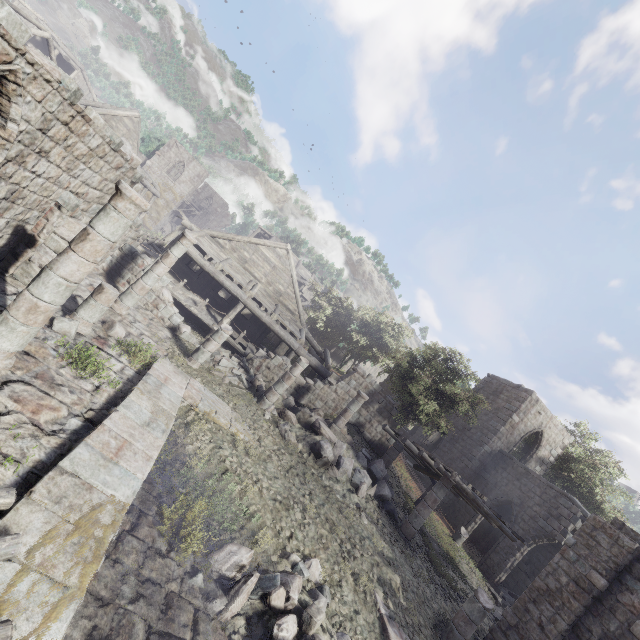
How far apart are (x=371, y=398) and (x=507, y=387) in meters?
12.7 m

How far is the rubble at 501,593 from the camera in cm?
1465

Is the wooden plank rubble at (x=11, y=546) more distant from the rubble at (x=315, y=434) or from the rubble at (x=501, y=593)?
the rubble at (x=501, y=593)

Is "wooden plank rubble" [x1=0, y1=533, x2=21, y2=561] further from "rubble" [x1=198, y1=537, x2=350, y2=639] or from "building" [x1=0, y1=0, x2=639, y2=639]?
"rubble" [x1=198, y1=537, x2=350, y2=639]

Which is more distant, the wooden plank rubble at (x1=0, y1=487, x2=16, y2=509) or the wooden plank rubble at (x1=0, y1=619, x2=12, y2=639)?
the wooden plank rubble at (x1=0, y1=487, x2=16, y2=509)

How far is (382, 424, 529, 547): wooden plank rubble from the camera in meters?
12.5

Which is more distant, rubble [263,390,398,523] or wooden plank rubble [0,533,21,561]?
rubble [263,390,398,523]

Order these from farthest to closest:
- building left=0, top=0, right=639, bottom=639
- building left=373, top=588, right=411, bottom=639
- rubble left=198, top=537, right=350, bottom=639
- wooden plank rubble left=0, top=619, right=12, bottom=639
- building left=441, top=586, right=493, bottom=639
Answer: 1. building left=441, top=586, right=493, bottom=639
2. building left=373, top=588, right=411, bottom=639
3. rubble left=198, top=537, right=350, bottom=639
4. building left=0, top=0, right=639, bottom=639
5. wooden plank rubble left=0, top=619, right=12, bottom=639
